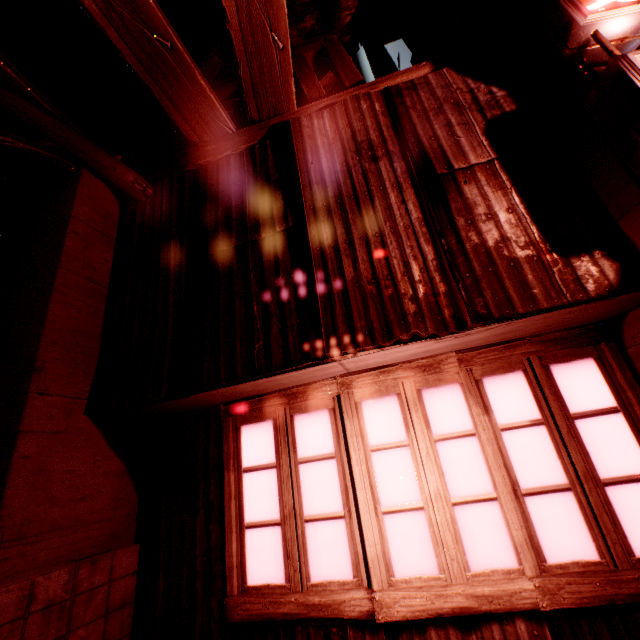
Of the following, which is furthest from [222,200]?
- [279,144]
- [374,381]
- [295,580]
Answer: [295,580]
